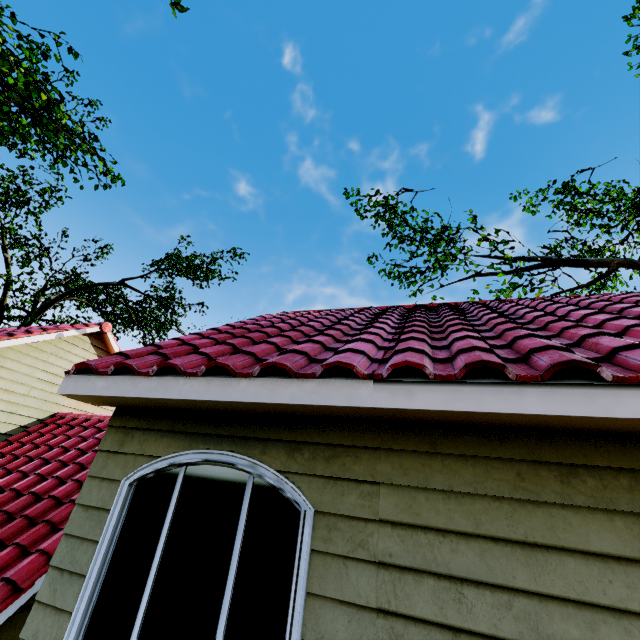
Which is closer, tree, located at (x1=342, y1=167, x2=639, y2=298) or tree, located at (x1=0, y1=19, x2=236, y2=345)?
tree, located at (x1=0, y1=19, x2=236, y2=345)

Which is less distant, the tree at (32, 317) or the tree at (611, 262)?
the tree at (32, 317)

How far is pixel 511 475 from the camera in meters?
2.2 m
